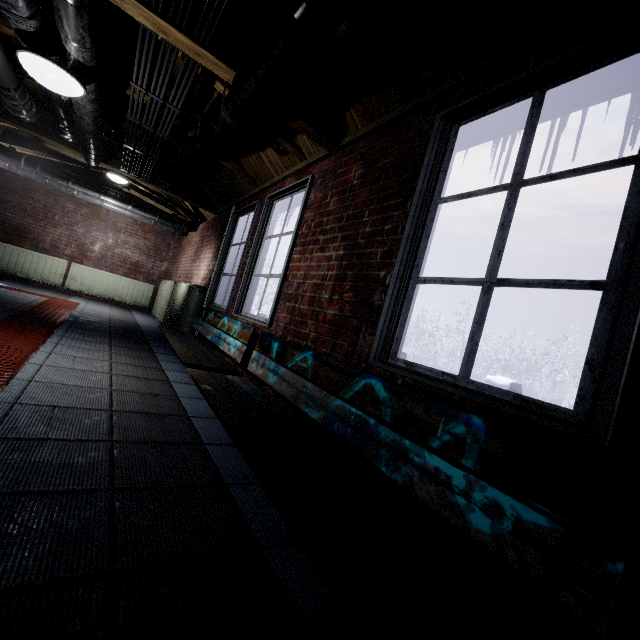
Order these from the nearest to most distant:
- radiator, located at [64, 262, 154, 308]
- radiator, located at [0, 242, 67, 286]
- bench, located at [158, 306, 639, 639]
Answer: bench, located at [158, 306, 639, 639]
radiator, located at [0, 242, 67, 286]
radiator, located at [64, 262, 154, 308]

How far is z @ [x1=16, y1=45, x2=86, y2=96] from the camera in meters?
1.8

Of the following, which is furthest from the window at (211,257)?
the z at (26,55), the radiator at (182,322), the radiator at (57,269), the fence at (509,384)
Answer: the fence at (509,384)

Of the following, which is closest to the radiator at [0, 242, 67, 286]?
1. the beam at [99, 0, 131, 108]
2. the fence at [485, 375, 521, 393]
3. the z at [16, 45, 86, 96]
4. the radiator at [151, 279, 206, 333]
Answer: the radiator at [151, 279, 206, 333]

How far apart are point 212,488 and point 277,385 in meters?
0.7 m

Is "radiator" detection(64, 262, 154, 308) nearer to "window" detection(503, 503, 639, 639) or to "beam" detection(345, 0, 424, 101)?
"window" detection(503, 503, 639, 639)

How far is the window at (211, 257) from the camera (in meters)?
4.48

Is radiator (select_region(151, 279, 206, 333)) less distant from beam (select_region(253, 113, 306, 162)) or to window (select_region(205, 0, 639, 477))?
window (select_region(205, 0, 639, 477))
